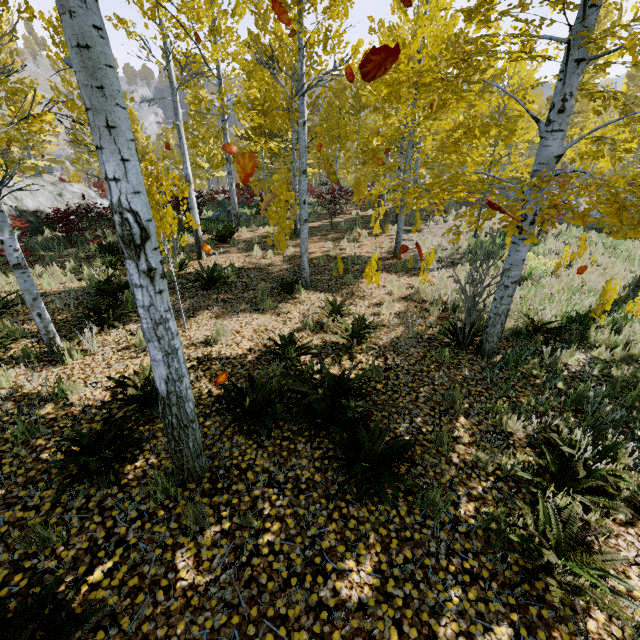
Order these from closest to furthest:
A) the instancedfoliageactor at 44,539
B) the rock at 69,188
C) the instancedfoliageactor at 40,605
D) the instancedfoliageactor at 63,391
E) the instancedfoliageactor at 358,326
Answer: the instancedfoliageactor at 40,605 < the instancedfoliageactor at 44,539 < the instancedfoliageactor at 63,391 < the instancedfoliageactor at 358,326 < the rock at 69,188

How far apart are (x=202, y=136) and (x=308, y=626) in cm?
1577

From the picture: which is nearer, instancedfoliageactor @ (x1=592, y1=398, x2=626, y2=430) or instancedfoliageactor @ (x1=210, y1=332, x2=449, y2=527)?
instancedfoliageactor @ (x1=210, y1=332, x2=449, y2=527)

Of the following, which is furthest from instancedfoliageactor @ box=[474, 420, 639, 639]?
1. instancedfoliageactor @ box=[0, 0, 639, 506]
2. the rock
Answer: the rock

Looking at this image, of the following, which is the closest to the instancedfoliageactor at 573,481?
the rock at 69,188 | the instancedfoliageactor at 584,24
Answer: the instancedfoliageactor at 584,24

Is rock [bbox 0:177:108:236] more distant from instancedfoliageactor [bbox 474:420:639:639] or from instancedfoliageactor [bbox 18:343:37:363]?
instancedfoliageactor [bbox 474:420:639:639]
